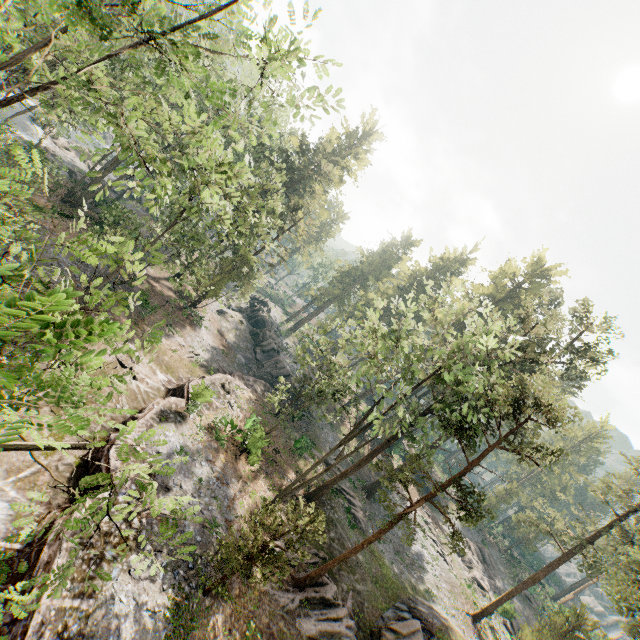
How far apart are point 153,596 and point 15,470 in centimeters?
753cm

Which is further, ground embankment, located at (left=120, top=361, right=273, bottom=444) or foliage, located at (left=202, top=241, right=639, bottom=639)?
ground embankment, located at (left=120, top=361, right=273, bottom=444)

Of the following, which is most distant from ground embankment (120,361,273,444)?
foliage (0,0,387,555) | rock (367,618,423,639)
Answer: rock (367,618,423,639)

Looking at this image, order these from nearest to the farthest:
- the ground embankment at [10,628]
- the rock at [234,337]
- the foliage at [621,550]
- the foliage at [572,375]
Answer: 1. the ground embankment at [10,628]
2. the foliage at [621,550]
3. the foliage at [572,375]
4. the rock at [234,337]

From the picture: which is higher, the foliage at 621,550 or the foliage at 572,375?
the foliage at 572,375

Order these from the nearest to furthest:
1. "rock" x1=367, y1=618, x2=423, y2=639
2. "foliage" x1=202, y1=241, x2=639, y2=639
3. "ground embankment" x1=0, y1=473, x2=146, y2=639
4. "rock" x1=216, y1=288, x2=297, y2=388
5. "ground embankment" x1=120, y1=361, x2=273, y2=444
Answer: "ground embankment" x1=0, y1=473, x2=146, y2=639 → "foliage" x1=202, y1=241, x2=639, y2=639 → "rock" x1=367, y1=618, x2=423, y2=639 → "ground embankment" x1=120, y1=361, x2=273, y2=444 → "rock" x1=216, y1=288, x2=297, y2=388

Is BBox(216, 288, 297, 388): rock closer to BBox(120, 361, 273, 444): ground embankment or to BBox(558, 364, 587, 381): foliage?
BBox(120, 361, 273, 444): ground embankment
